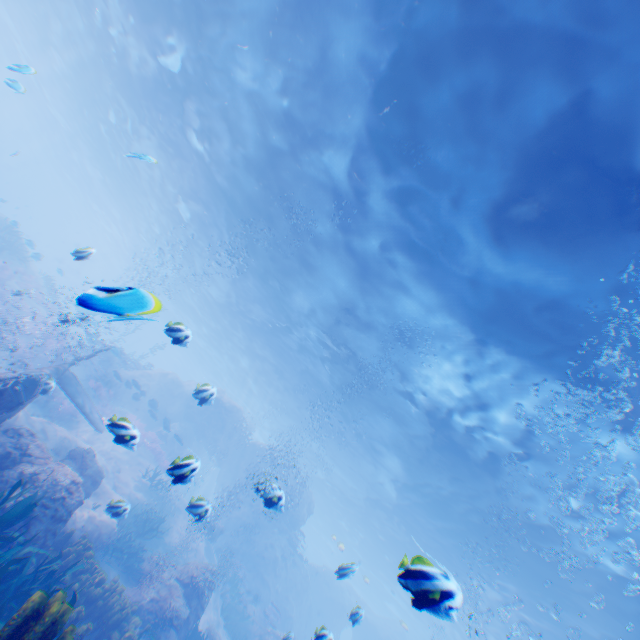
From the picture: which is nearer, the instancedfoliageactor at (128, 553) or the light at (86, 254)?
the light at (86, 254)

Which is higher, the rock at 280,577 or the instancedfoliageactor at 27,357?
the rock at 280,577

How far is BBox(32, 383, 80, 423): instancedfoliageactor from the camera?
15.7m

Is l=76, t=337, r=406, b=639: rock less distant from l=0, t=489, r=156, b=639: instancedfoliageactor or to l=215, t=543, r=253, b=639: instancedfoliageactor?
l=215, t=543, r=253, b=639: instancedfoliageactor

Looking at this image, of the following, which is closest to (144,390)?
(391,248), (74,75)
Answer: (391,248)

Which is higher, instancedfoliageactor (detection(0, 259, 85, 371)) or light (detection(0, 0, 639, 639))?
light (detection(0, 0, 639, 639))

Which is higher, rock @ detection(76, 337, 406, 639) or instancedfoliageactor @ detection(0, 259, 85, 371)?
rock @ detection(76, 337, 406, 639)

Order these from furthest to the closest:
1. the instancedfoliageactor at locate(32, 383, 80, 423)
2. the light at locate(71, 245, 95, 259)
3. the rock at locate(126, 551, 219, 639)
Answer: the instancedfoliageactor at locate(32, 383, 80, 423)
the rock at locate(126, 551, 219, 639)
the light at locate(71, 245, 95, 259)
